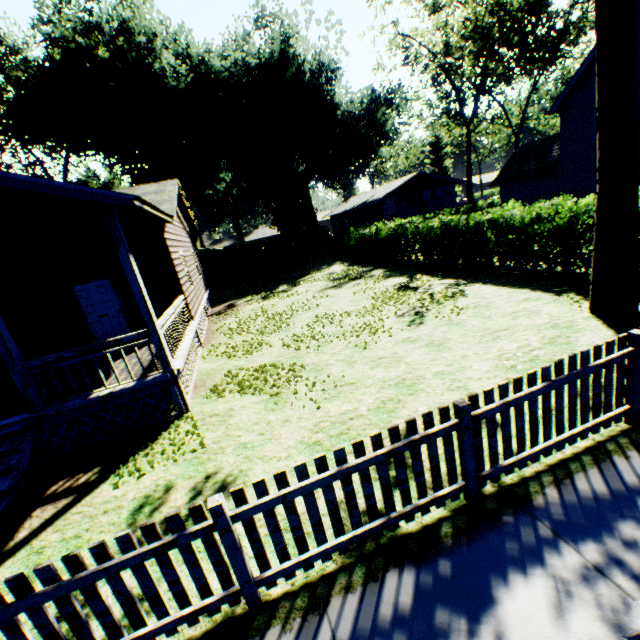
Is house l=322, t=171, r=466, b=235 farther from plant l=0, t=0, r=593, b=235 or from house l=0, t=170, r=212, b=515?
house l=0, t=170, r=212, b=515

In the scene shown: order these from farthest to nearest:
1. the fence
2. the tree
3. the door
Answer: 1. the door
2. the tree
3. the fence

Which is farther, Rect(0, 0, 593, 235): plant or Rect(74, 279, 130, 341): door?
Rect(0, 0, 593, 235): plant

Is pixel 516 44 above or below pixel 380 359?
above

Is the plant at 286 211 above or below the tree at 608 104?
above

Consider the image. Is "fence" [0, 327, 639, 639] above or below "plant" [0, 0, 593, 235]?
below

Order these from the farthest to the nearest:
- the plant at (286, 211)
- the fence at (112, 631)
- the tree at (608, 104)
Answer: the plant at (286, 211)
the tree at (608, 104)
the fence at (112, 631)

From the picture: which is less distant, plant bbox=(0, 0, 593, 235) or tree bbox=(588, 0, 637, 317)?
tree bbox=(588, 0, 637, 317)
